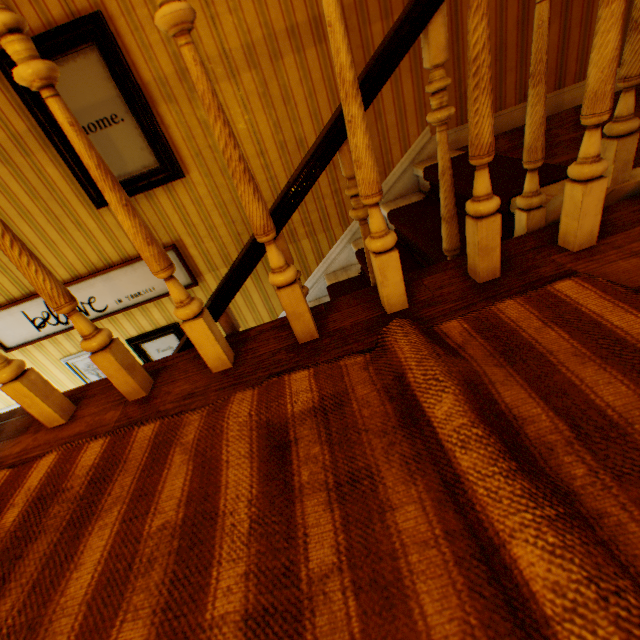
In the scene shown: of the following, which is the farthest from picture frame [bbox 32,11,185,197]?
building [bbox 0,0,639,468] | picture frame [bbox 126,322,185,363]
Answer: picture frame [bbox 126,322,185,363]

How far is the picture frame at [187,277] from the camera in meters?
2.8 m

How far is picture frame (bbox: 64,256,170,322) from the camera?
2.8 meters

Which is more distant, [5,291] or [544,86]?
[5,291]

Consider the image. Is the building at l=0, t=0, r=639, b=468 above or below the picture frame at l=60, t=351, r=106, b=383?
above

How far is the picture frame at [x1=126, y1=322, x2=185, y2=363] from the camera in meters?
3.2

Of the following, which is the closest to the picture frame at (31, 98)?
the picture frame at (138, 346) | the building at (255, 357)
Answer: the building at (255, 357)
